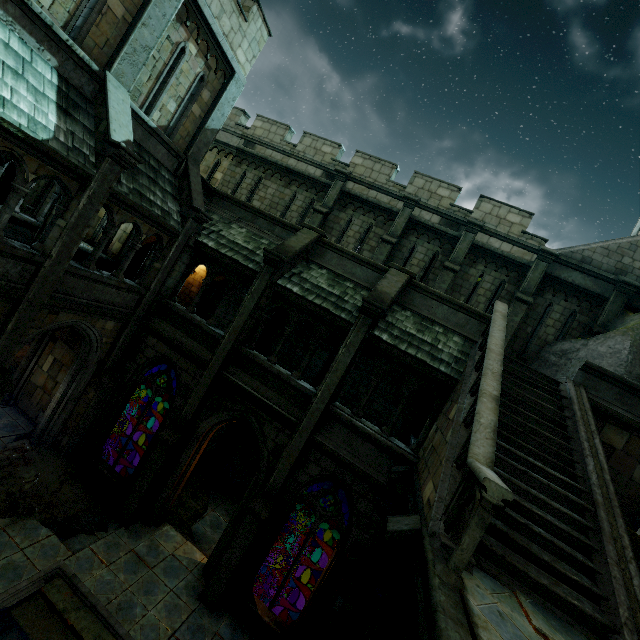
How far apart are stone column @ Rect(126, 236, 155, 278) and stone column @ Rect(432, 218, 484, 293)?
13.6m

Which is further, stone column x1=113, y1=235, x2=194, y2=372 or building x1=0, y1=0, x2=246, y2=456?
stone column x1=113, y1=235, x2=194, y2=372

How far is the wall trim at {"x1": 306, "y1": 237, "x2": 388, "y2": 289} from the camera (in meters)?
10.96

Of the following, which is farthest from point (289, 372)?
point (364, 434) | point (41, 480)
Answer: point (41, 480)

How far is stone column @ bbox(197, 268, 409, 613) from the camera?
8.72m

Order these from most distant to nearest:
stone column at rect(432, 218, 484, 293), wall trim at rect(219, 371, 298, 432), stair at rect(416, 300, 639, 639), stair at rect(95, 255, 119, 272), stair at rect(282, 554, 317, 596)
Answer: stair at rect(95, 255, 119, 272), stone column at rect(432, 218, 484, 293), stair at rect(282, 554, 317, 596), wall trim at rect(219, 371, 298, 432), stair at rect(416, 300, 639, 639)

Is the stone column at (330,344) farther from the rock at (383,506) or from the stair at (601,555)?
Answer: the stair at (601,555)

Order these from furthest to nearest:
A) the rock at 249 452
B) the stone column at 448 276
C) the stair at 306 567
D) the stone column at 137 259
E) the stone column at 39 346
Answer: the stone column at 137 259
the rock at 249 452
the stone column at 448 276
the stair at 306 567
the stone column at 39 346
